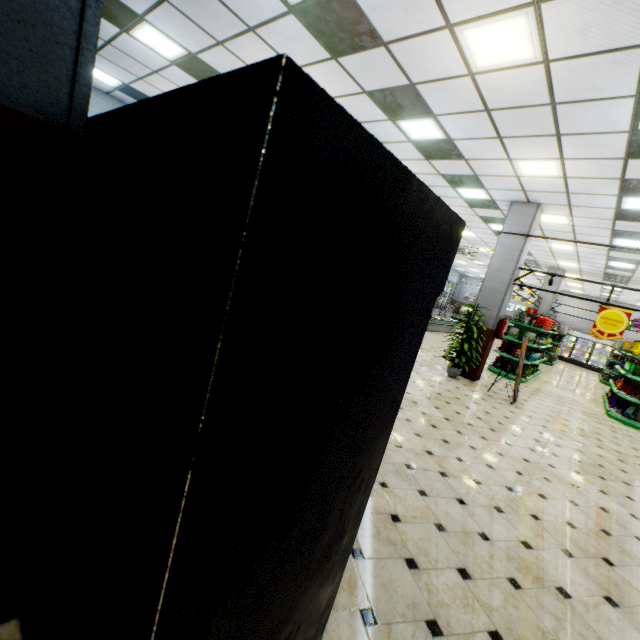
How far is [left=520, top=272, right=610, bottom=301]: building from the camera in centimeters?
1639cm

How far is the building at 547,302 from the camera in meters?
16.5 m

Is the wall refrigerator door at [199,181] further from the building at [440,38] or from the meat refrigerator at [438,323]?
the meat refrigerator at [438,323]

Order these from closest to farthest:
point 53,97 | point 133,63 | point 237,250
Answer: point 237,250 → point 53,97 → point 133,63

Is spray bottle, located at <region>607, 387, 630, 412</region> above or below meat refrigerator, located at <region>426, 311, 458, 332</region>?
above

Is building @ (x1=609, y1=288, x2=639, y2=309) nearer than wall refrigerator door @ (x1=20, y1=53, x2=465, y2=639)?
No

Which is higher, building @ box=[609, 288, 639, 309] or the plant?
building @ box=[609, 288, 639, 309]

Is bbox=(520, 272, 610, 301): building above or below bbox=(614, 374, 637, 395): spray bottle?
above
